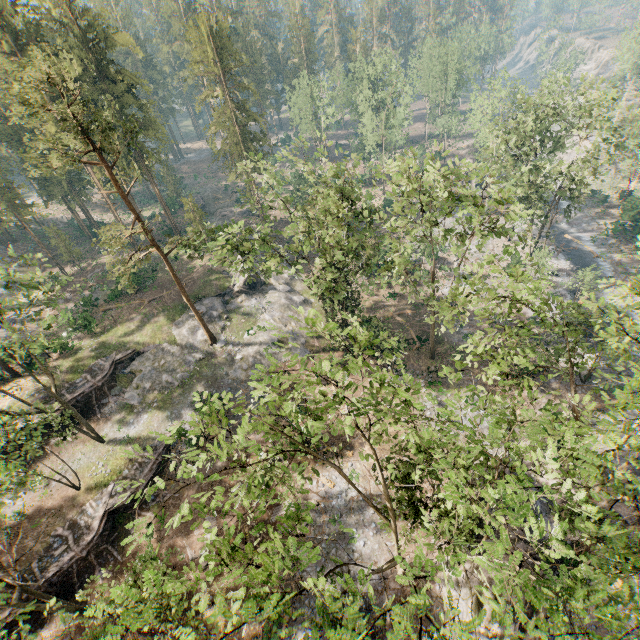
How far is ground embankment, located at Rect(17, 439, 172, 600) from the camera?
21.7m

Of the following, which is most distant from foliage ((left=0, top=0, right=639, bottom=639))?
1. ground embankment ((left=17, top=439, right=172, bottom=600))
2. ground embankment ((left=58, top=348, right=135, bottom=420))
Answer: ground embankment ((left=58, top=348, right=135, bottom=420))

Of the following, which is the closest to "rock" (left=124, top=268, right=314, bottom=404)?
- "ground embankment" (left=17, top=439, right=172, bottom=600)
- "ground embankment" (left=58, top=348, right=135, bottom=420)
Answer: "ground embankment" (left=58, top=348, right=135, bottom=420)

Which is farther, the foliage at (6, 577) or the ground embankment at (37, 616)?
the ground embankment at (37, 616)

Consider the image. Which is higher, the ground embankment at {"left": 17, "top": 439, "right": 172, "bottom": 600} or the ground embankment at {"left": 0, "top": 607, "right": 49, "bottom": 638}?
the ground embankment at {"left": 17, "top": 439, "right": 172, "bottom": 600}

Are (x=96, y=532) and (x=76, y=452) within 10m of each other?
yes

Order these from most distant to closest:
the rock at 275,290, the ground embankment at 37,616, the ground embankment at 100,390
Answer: →
the rock at 275,290
the ground embankment at 100,390
the ground embankment at 37,616

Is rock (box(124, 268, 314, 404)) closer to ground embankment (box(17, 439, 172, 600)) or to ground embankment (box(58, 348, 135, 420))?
ground embankment (box(58, 348, 135, 420))
